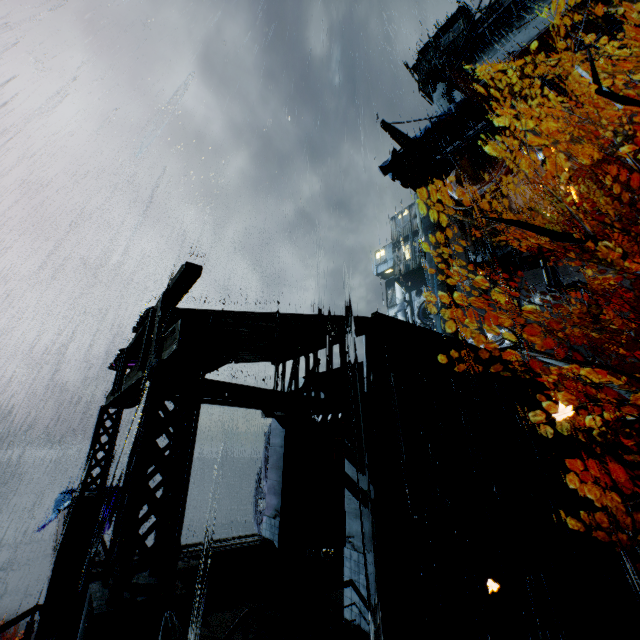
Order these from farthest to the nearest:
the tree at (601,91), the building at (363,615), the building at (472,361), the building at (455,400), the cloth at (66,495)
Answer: the cloth at (66,495) → the building at (472,361) → the building at (455,400) → the building at (363,615) → the tree at (601,91)

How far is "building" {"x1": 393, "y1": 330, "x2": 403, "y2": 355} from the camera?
11.3m

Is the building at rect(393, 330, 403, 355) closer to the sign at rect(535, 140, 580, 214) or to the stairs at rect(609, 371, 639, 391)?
the stairs at rect(609, 371, 639, 391)

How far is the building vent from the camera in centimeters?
2623cm

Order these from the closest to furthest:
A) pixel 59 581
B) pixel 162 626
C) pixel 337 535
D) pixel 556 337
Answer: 1. pixel 162 626
2. pixel 59 581
3. pixel 337 535
4. pixel 556 337

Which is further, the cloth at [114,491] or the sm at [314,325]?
the cloth at [114,491]

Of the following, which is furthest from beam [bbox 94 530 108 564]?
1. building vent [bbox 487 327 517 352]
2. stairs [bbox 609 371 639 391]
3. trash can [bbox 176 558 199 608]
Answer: building vent [bbox 487 327 517 352]
